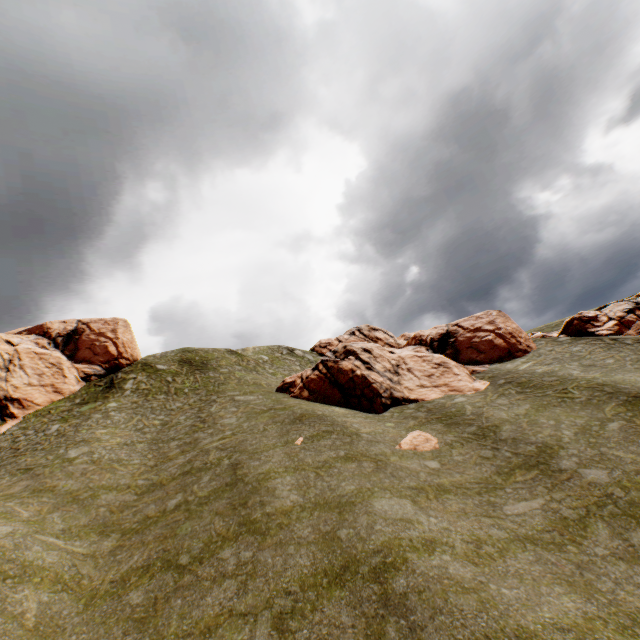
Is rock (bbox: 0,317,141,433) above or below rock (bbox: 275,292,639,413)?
above

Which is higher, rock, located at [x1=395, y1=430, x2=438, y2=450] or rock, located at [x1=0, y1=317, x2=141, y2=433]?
rock, located at [x1=0, y1=317, x2=141, y2=433]

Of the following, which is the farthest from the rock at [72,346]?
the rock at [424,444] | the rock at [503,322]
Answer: the rock at [424,444]

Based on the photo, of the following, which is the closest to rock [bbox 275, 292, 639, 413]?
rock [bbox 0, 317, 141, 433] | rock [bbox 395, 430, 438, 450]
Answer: rock [bbox 395, 430, 438, 450]

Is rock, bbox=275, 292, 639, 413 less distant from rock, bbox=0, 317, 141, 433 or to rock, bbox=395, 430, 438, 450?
rock, bbox=395, 430, 438, 450

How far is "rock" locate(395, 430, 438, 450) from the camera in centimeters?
1828cm

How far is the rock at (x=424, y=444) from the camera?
18.3m

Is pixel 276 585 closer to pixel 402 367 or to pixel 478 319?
pixel 402 367
